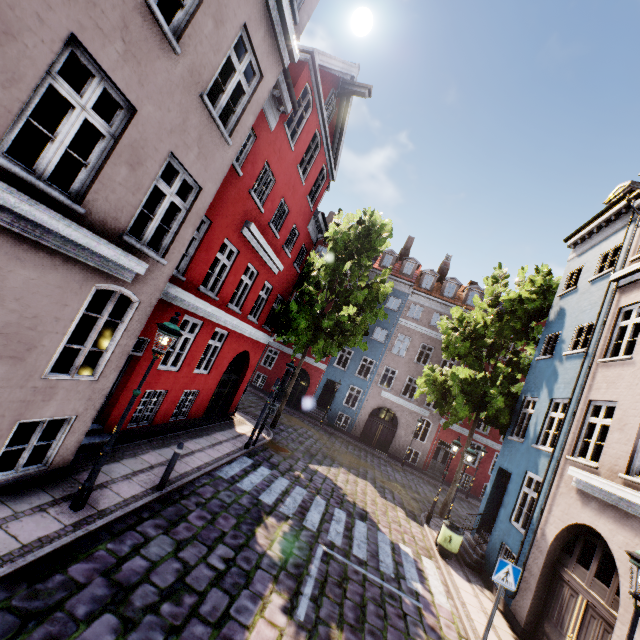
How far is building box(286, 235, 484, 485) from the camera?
25.3 meters

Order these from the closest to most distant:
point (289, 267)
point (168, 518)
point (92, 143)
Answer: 1. point (168, 518)
2. point (92, 143)
3. point (289, 267)

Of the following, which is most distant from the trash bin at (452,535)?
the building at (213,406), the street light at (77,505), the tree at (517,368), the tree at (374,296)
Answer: the street light at (77,505)

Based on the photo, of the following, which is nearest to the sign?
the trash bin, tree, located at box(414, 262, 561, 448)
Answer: the trash bin

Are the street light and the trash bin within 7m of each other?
no

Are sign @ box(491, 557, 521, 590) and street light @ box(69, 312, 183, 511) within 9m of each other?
yes

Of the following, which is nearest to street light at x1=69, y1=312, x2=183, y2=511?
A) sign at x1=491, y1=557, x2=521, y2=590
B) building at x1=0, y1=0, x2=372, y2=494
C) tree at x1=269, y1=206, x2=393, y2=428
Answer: building at x1=0, y1=0, x2=372, y2=494

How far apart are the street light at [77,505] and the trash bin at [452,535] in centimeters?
1082cm
